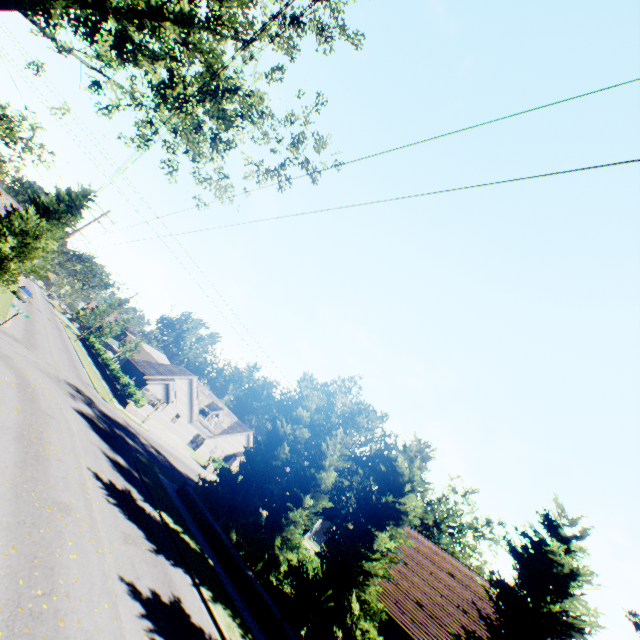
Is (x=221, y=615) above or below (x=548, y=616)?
below

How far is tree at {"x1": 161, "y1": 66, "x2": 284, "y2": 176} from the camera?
14.15m

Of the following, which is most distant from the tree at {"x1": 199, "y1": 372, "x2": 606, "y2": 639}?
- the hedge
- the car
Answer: the hedge

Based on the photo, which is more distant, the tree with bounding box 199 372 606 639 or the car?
the car

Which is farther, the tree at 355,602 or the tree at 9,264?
the tree at 9,264

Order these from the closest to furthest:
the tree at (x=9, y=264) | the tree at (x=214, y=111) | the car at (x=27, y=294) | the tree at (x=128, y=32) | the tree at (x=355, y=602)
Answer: the tree at (x=128, y=32) < the tree at (x=355, y=602) < the tree at (x=214, y=111) < the tree at (x=9, y=264) < the car at (x=27, y=294)

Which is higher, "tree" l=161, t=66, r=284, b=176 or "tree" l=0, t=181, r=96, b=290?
"tree" l=161, t=66, r=284, b=176
